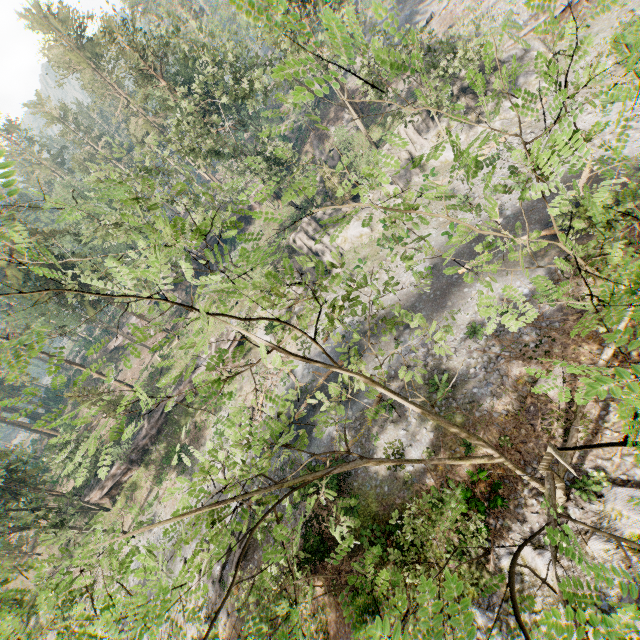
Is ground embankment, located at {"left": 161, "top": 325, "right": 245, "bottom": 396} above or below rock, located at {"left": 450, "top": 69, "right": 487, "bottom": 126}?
above

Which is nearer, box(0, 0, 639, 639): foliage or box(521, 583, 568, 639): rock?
box(0, 0, 639, 639): foliage

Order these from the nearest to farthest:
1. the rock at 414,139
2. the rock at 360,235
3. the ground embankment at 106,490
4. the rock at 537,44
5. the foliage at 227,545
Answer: the foliage at 227,545, the rock at 537,44, the rock at 414,139, the rock at 360,235, the ground embankment at 106,490

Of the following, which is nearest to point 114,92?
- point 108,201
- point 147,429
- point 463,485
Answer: point 108,201

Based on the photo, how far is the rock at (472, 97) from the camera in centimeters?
3097cm

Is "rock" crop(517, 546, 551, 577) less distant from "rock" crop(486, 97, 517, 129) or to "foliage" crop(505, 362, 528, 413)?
"foliage" crop(505, 362, 528, 413)

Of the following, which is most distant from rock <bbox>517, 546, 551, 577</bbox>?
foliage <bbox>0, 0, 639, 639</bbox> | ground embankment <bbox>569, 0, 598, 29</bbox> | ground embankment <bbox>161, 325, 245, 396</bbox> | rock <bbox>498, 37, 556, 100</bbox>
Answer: ground embankment <bbox>569, 0, 598, 29</bbox>

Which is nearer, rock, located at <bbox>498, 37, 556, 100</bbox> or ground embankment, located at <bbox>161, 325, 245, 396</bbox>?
rock, located at <bbox>498, 37, 556, 100</bbox>
